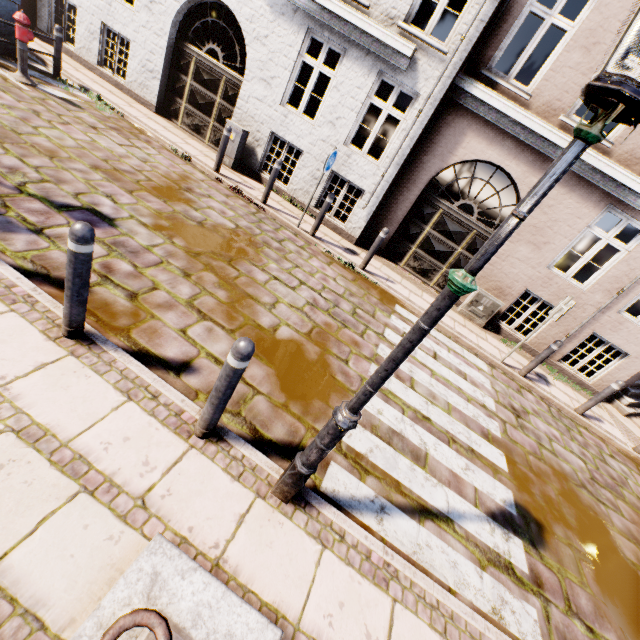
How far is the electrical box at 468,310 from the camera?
8.5m

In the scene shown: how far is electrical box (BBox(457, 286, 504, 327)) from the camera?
8.46m

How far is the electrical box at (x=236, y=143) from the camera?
8.5m

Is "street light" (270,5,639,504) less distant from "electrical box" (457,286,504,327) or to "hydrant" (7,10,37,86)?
"electrical box" (457,286,504,327)

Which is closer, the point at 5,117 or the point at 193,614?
the point at 193,614

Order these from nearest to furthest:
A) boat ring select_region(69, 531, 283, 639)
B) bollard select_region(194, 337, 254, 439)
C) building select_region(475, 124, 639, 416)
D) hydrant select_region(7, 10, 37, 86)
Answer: boat ring select_region(69, 531, 283, 639) → bollard select_region(194, 337, 254, 439) → hydrant select_region(7, 10, 37, 86) → building select_region(475, 124, 639, 416)

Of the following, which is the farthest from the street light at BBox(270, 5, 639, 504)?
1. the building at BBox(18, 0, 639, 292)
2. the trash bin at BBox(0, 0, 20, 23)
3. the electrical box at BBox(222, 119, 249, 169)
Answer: the trash bin at BBox(0, 0, 20, 23)
